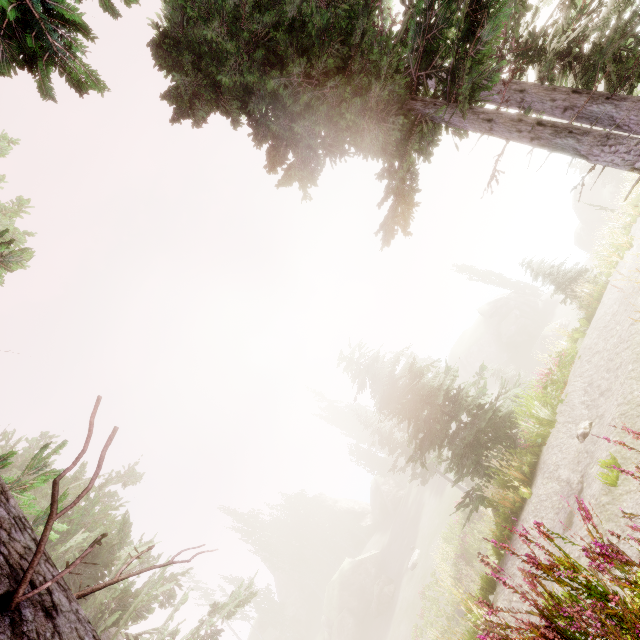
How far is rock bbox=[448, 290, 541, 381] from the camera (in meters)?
41.66

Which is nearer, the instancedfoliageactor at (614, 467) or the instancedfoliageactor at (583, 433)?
the instancedfoliageactor at (614, 467)

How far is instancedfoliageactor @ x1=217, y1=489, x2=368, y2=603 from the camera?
51.28m

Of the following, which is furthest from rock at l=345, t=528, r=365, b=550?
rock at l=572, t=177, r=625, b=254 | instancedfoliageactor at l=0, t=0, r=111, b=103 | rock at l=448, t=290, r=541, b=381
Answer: rock at l=572, t=177, r=625, b=254

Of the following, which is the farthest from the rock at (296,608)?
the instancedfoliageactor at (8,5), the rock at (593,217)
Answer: the rock at (593,217)

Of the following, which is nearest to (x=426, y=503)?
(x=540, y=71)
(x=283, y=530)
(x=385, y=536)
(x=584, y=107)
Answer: (x=385, y=536)

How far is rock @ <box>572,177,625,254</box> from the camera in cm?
3744
